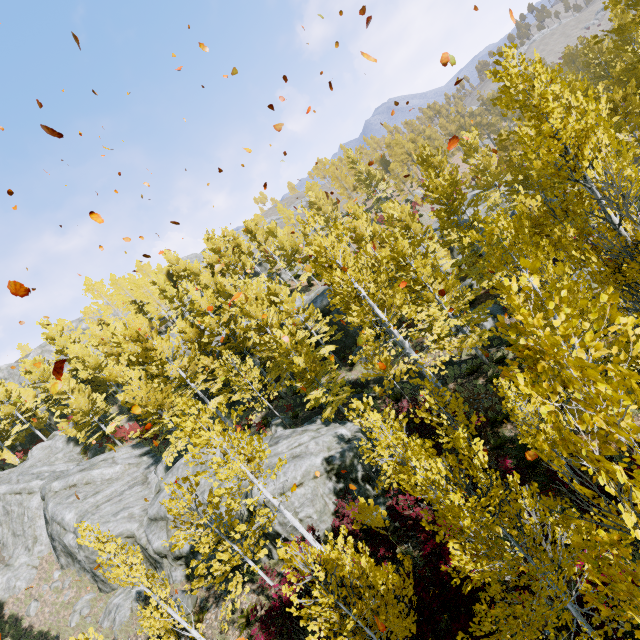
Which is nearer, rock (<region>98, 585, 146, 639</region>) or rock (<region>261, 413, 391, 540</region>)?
rock (<region>261, 413, 391, 540</region>)

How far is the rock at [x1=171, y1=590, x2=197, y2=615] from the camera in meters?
14.5

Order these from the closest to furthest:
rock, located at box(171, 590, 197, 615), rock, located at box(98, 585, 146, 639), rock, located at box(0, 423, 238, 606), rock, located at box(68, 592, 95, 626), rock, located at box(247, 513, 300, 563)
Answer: rock, located at box(247, 513, 300, 563) → rock, located at box(171, 590, 197, 615) → rock, located at box(98, 585, 146, 639) → rock, located at box(0, 423, 238, 606) → rock, located at box(68, 592, 95, 626)

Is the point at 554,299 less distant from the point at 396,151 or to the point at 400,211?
Answer: the point at 400,211

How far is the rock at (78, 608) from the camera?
19.0 meters

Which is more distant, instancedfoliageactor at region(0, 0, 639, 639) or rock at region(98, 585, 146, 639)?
→ rock at region(98, 585, 146, 639)
